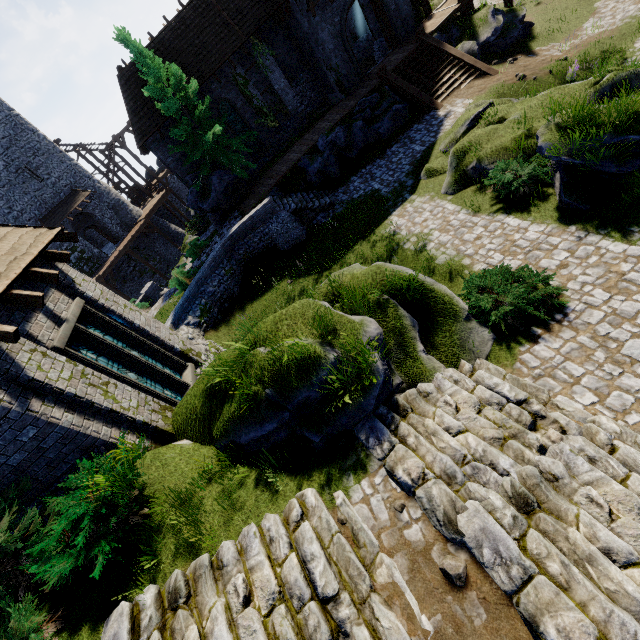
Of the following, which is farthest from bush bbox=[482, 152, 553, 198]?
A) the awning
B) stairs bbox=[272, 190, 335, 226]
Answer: the awning

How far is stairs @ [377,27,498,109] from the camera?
17.4 meters

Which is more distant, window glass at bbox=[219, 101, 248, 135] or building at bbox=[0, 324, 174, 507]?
window glass at bbox=[219, 101, 248, 135]

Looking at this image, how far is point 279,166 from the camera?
21.0m

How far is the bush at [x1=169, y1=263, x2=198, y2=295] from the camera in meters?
17.0

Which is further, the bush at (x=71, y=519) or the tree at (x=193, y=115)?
the tree at (x=193, y=115)

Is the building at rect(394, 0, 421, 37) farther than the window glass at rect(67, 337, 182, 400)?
Yes

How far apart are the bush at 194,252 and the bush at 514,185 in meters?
17.9
